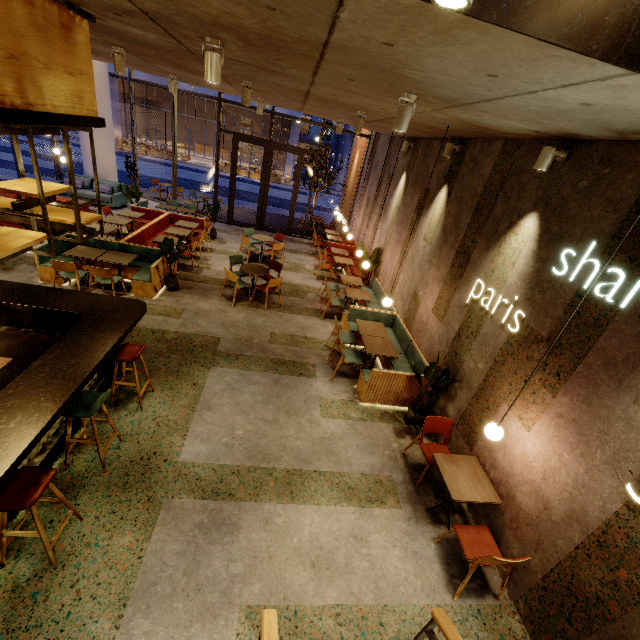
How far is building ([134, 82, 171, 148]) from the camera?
33.8m

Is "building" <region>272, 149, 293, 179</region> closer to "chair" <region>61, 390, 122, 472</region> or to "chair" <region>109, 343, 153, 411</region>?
"chair" <region>109, 343, 153, 411</region>

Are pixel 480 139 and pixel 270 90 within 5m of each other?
yes

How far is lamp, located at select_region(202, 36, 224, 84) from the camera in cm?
302

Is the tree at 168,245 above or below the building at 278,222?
above

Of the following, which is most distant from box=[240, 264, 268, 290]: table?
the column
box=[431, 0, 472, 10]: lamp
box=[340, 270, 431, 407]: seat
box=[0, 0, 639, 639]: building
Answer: the column

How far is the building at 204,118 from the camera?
34.8m
